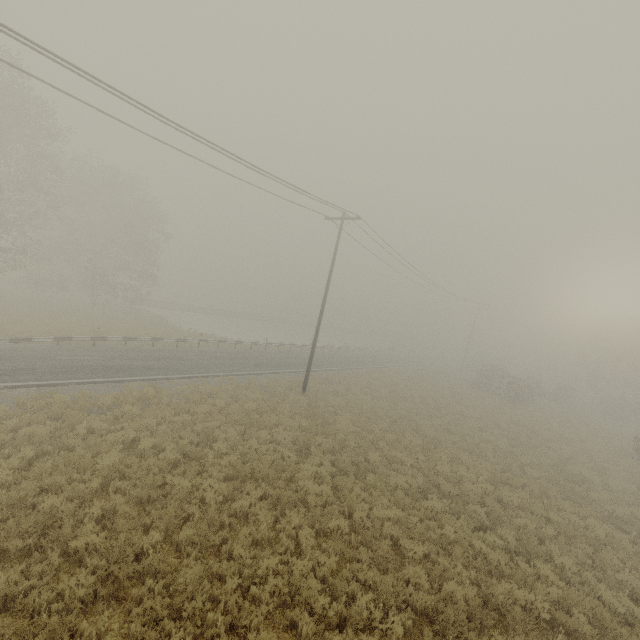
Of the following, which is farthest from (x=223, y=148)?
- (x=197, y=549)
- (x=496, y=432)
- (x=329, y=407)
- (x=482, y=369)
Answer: (x=482, y=369)
